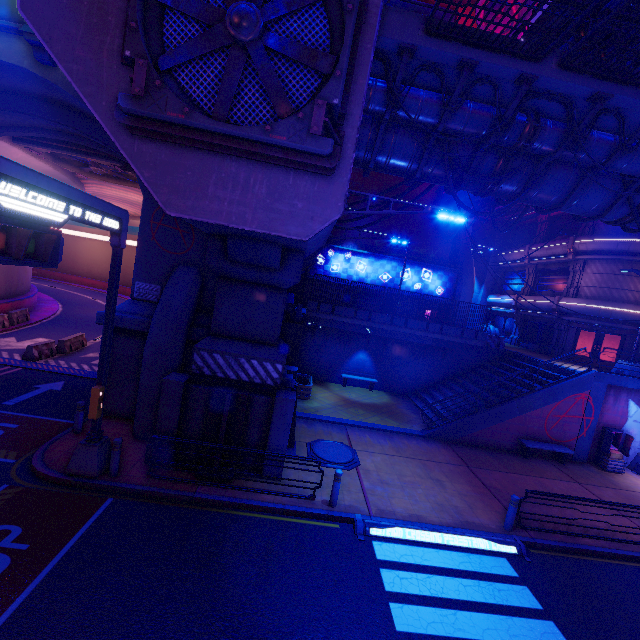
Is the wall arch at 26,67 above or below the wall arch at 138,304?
above

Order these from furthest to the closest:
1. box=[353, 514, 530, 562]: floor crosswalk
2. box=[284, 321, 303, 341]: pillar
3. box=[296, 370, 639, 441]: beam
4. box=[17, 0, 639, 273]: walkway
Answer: box=[296, 370, 639, 441]: beam, box=[284, 321, 303, 341]: pillar, box=[353, 514, 530, 562]: floor crosswalk, box=[17, 0, 639, 273]: walkway

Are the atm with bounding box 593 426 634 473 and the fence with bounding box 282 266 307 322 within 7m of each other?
no

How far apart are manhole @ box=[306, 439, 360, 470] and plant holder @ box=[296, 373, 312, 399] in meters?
4.0

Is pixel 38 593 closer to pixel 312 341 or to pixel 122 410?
pixel 122 410

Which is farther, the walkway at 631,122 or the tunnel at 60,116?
the tunnel at 60,116

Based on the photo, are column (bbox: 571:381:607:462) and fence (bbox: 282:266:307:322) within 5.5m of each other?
no

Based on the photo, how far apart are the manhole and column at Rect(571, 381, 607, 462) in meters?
11.7 m
